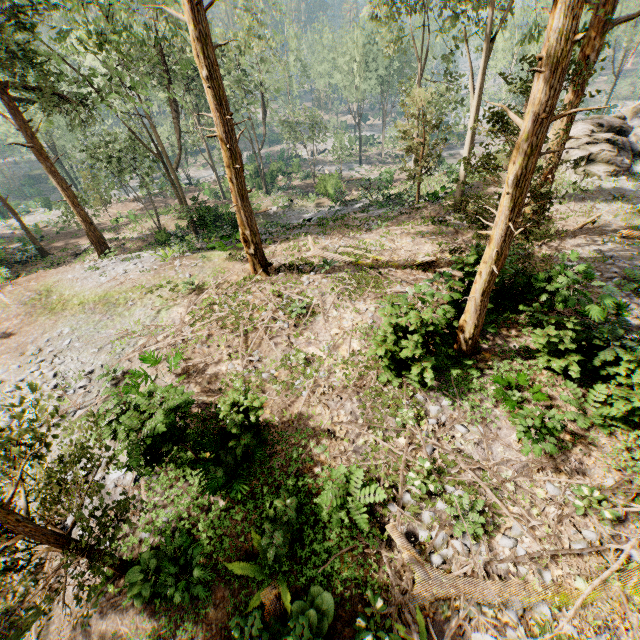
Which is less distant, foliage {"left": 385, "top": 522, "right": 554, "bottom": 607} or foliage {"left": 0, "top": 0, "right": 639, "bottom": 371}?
foliage {"left": 385, "top": 522, "right": 554, "bottom": 607}

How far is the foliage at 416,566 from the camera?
6.2 meters

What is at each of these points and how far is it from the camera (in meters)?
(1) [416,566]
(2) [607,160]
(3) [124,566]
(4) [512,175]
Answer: (1) foliage, 6.68
(2) rock, 20.22
(3) foliage, 6.99
(4) foliage, 6.73

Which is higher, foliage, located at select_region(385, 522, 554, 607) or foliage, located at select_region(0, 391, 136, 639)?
foliage, located at select_region(0, 391, 136, 639)

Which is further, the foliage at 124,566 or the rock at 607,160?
the rock at 607,160

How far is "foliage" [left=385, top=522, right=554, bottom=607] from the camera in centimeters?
618cm

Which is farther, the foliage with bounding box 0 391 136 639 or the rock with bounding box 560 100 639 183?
the rock with bounding box 560 100 639 183
